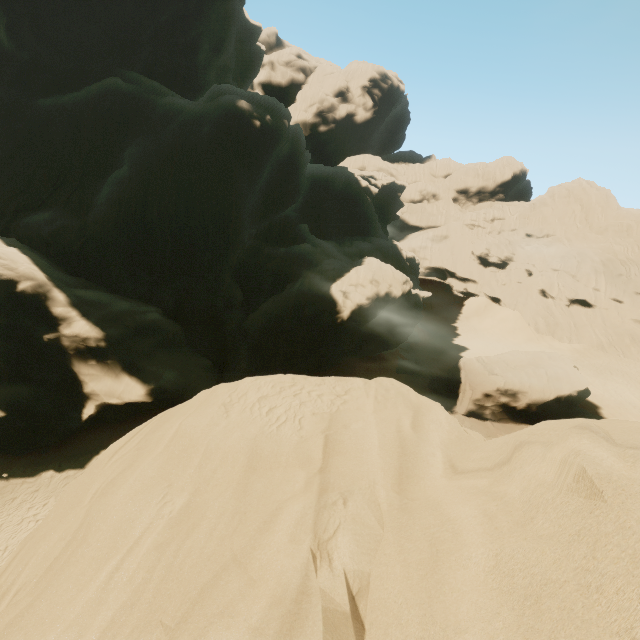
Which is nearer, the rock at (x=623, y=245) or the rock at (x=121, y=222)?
the rock at (x=121, y=222)

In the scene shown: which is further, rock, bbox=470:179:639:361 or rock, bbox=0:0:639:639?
rock, bbox=470:179:639:361

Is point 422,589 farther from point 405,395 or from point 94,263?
point 94,263
